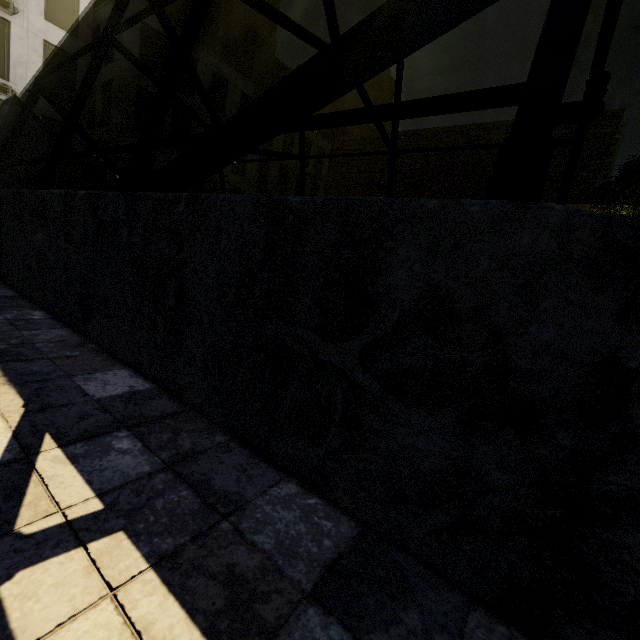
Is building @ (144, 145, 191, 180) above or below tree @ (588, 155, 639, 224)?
above

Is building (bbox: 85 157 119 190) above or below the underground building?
above

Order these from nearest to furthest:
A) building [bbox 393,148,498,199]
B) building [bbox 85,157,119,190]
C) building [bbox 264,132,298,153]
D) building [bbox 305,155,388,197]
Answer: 1. building [bbox 85,157,119,190]
2. building [bbox 264,132,298,153]
3. building [bbox 393,148,498,199]
4. building [bbox 305,155,388,197]

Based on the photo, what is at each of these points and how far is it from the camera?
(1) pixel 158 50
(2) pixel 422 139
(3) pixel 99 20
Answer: (1) building, 23.0m
(2) building, 40.6m
(3) building, 22.7m

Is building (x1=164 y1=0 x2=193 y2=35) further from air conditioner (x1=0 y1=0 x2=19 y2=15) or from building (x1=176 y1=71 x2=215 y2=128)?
air conditioner (x1=0 y1=0 x2=19 y2=15)

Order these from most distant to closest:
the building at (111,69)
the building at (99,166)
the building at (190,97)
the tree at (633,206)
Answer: the building at (190,97), the building at (99,166), the building at (111,69), the tree at (633,206)

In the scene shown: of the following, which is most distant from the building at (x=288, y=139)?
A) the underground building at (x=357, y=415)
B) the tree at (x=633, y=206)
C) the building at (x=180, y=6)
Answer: the tree at (x=633, y=206)

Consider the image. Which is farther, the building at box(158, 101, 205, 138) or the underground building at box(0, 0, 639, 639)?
the building at box(158, 101, 205, 138)
